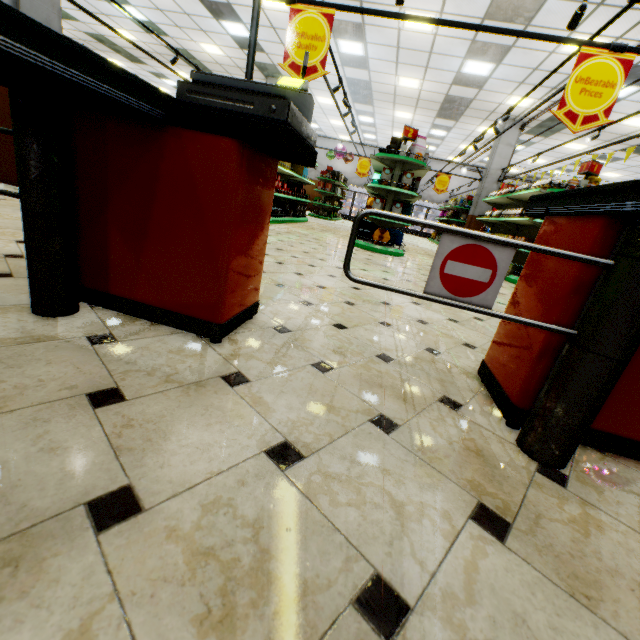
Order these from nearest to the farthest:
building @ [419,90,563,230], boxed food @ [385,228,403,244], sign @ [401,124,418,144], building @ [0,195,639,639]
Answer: building @ [0,195,639,639], sign @ [401,124,418,144], boxed food @ [385,228,403,244], building @ [419,90,563,230]

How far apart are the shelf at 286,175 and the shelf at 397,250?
2.0m

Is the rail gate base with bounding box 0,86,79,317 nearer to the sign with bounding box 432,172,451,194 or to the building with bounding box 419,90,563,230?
the building with bounding box 419,90,563,230

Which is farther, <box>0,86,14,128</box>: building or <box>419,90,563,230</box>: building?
<box>419,90,563,230</box>: building

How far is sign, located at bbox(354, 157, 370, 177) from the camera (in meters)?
13.51

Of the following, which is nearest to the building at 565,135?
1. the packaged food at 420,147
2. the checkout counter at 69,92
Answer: the checkout counter at 69,92

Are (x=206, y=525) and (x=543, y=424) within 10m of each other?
yes
